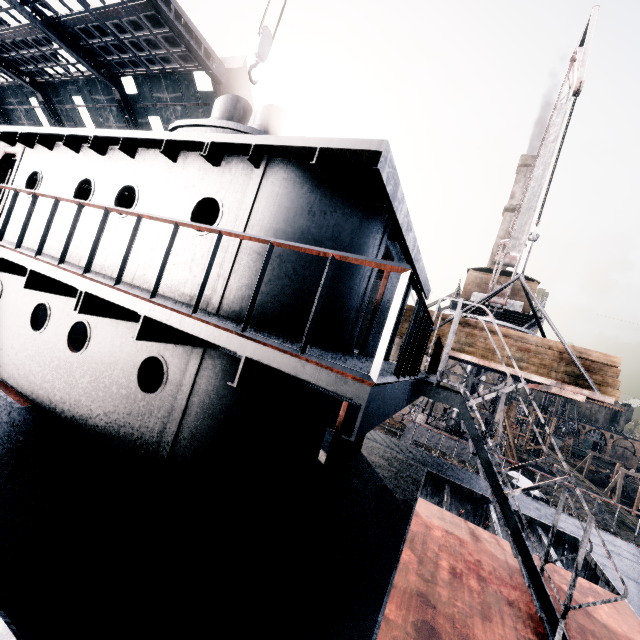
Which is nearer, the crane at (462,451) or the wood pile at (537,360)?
the wood pile at (537,360)

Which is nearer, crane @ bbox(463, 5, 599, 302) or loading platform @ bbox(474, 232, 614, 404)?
loading platform @ bbox(474, 232, 614, 404)

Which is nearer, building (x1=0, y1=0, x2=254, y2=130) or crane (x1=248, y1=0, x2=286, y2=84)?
crane (x1=248, y1=0, x2=286, y2=84)

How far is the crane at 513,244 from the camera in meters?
11.7

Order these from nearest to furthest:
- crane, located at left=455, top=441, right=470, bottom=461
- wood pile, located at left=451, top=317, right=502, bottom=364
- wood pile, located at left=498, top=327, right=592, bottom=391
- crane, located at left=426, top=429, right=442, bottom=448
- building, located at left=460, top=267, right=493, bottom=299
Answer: wood pile, located at left=498, top=327, right=592, bottom=391, wood pile, located at left=451, top=317, right=502, bottom=364, crane, located at left=455, top=441, right=470, bottom=461, crane, located at left=426, top=429, right=442, bottom=448, building, located at left=460, top=267, right=493, bottom=299

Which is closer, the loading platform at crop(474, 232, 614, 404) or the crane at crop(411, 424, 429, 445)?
the loading platform at crop(474, 232, 614, 404)

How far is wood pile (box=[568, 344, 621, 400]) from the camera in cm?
941

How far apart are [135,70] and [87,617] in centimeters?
3339cm
